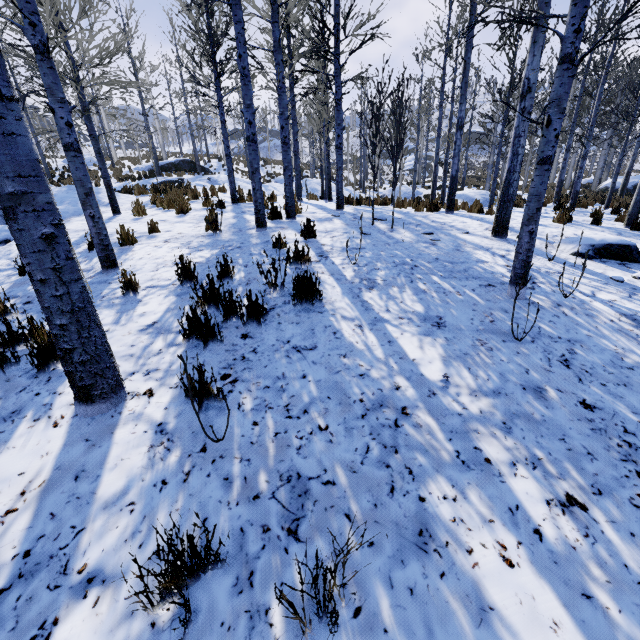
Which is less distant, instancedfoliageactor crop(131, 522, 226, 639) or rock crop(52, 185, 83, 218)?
instancedfoliageactor crop(131, 522, 226, 639)

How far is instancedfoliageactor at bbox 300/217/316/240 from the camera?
5.9 meters

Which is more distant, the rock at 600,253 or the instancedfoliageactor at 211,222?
the instancedfoliageactor at 211,222

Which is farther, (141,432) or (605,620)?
(141,432)

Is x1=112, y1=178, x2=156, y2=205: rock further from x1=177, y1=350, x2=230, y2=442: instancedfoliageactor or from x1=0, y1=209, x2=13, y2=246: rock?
x1=0, y1=209, x2=13, y2=246: rock

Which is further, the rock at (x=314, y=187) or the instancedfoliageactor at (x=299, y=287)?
the rock at (x=314, y=187)

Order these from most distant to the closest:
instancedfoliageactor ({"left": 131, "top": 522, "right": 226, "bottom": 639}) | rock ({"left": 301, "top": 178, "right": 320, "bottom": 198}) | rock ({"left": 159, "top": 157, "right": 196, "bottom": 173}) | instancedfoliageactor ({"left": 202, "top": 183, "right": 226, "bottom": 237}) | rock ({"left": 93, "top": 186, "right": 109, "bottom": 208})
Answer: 1. rock ({"left": 159, "top": 157, "right": 196, "bottom": 173})
2. rock ({"left": 301, "top": 178, "right": 320, "bottom": 198})
3. rock ({"left": 93, "top": 186, "right": 109, "bottom": 208})
4. instancedfoliageactor ({"left": 202, "top": 183, "right": 226, "bottom": 237})
5. instancedfoliageactor ({"left": 131, "top": 522, "right": 226, "bottom": 639})

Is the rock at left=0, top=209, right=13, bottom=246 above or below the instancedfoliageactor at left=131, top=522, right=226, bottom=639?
above
